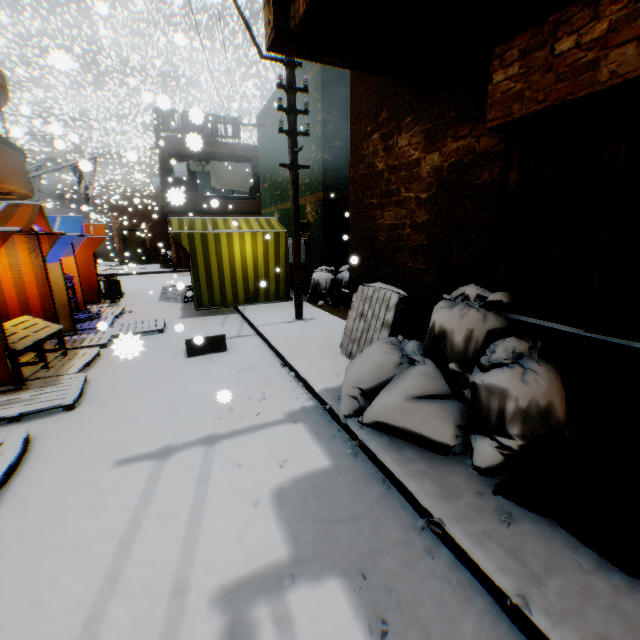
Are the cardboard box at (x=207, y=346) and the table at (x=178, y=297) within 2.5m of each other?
no

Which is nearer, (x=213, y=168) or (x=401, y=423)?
(x=401, y=423)

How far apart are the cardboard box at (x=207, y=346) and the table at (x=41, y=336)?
1.26m

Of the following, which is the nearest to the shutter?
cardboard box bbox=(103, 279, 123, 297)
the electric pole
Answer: the electric pole

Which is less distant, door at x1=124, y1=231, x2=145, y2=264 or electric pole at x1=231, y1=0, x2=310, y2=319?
electric pole at x1=231, y1=0, x2=310, y2=319

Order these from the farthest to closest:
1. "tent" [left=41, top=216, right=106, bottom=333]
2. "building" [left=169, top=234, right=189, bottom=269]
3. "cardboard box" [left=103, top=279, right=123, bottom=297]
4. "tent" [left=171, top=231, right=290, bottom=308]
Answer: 1. "building" [left=169, top=234, right=189, bottom=269]
2. "cardboard box" [left=103, top=279, right=123, bottom=297]
3. "tent" [left=171, top=231, right=290, bottom=308]
4. "tent" [left=41, top=216, right=106, bottom=333]

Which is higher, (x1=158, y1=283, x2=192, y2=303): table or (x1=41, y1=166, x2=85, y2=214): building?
(x1=41, y1=166, x2=85, y2=214): building

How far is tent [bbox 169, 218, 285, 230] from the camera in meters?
8.9
